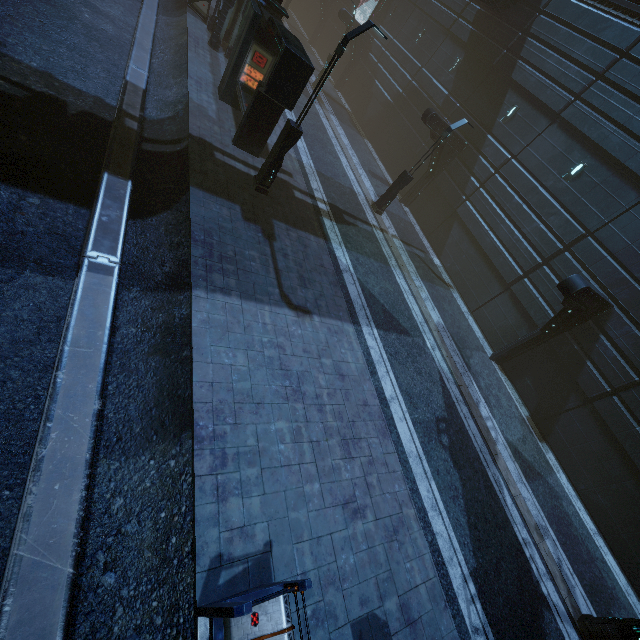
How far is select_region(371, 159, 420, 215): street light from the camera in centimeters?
1610cm

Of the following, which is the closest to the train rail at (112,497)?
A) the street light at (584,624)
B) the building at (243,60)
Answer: the building at (243,60)

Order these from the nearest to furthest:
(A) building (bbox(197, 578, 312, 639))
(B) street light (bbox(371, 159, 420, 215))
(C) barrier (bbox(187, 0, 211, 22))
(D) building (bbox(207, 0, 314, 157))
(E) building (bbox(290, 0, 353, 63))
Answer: (A) building (bbox(197, 578, 312, 639)) < (D) building (bbox(207, 0, 314, 157)) < (B) street light (bbox(371, 159, 420, 215)) < (C) barrier (bbox(187, 0, 211, 22)) < (E) building (bbox(290, 0, 353, 63))

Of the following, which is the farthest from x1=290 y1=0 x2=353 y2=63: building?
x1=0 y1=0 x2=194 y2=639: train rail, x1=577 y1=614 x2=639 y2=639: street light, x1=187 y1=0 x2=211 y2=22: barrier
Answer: x1=577 y1=614 x2=639 y2=639: street light

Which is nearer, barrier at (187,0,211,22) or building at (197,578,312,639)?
building at (197,578,312,639)

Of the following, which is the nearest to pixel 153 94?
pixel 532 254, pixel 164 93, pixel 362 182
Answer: pixel 164 93

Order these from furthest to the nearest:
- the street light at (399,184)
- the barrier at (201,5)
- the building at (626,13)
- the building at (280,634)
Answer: the barrier at (201,5) → the street light at (399,184) → the building at (626,13) → the building at (280,634)

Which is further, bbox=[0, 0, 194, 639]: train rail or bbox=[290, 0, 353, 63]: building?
bbox=[290, 0, 353, 63]: building
